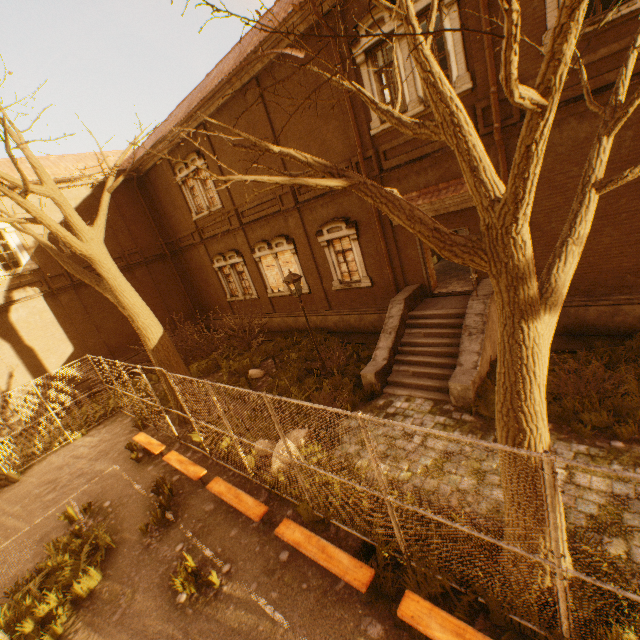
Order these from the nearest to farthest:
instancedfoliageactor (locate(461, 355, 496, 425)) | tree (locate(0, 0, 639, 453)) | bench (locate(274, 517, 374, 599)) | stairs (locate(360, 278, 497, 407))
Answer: tree (locate(0, 0, 639, 453)), bench (locate(274, 517, 374, 599)), instancedfoliageactor (locate(461, 355, 496, 425)), stairs (locate(360, 278, 497, 407))

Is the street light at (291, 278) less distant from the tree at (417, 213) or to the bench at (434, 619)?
the tree at (417, 213)

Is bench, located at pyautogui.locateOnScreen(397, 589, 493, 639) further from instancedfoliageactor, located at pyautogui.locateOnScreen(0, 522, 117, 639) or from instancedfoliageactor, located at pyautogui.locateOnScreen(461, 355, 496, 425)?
instancedfoliageactor, located at pyautogui.locateOnScreen(0, 522, 117, 639)

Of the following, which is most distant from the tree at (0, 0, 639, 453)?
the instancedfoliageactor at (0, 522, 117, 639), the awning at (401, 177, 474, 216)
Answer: the awning at (401, 177, 474, 216)

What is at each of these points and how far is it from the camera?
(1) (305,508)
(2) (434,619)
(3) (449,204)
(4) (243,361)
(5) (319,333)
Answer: (1) instancedfoliageactor, 6.32m
(2) bench, 4.02m
(3) awning, 9.56m
(4) instancedfoliageactor, 14.75m
(5) instancedfoliageactor, 15.05m

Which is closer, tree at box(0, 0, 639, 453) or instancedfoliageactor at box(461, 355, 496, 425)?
tree at box(0, 0, 639, 453)

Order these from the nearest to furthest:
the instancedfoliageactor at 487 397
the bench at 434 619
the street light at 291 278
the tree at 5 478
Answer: the bench at 434 619 < the instancedfoliageactor at 487 397 < the street light at 291 278 < the tree at 5 478

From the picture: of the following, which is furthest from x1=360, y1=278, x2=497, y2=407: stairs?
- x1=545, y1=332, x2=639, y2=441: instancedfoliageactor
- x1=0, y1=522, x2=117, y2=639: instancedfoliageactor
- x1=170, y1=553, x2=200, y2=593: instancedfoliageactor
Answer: x1=0, y1=522, x2=117, y2=639: instancedfoliageactor
